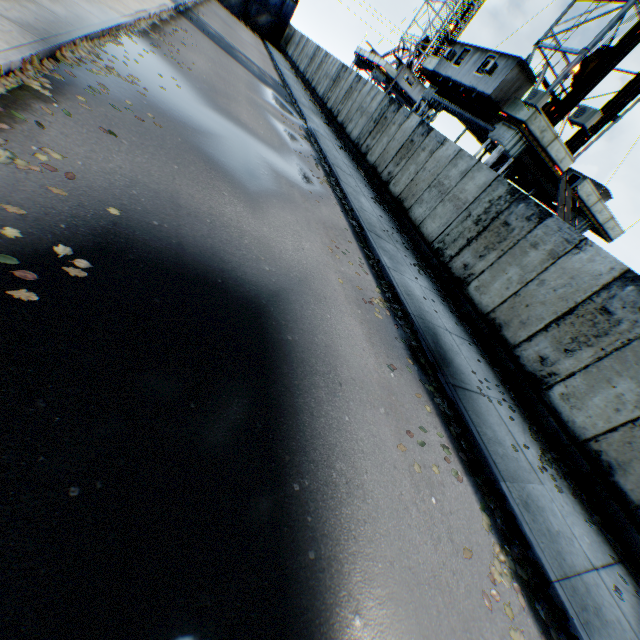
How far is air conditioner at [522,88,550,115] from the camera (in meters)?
13.33

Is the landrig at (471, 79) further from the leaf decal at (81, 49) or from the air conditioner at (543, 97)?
the leaf decal at (81, 49)

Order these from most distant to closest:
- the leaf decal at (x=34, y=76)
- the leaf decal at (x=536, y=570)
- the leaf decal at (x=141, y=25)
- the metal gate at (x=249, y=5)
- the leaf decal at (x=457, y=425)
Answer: the metal gate at (x=249, y=5) → the leaf decal at (x=141, y=25) → the leaf decal at (x=457, y=425) → the leaf decal at (x=34, y=76) → the leaf decal at (x=536, y=570)

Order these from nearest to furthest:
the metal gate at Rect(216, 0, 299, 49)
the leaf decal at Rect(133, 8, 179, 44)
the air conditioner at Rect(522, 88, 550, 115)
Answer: the leaf decal at Rect(133, 8, 179, 44) → the air conditioner at Rect(522, 88, 550, 115) → the metal gate at Rect(216, 0, 299, 49)

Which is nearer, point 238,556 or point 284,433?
point 238,556

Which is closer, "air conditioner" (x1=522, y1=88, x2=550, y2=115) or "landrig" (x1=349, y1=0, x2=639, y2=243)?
"air conditioner" (x1=522, y1=88, x2=550, y2=115)

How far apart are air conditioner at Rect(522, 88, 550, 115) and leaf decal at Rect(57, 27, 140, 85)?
14.75m

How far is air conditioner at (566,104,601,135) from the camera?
11.5m
